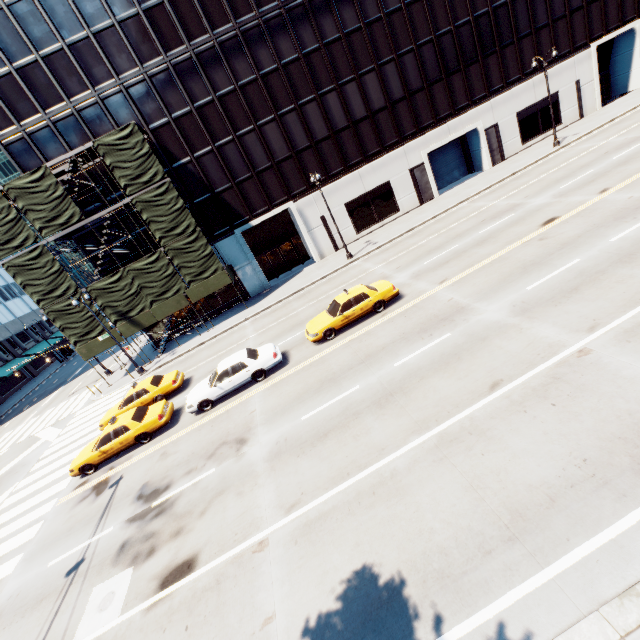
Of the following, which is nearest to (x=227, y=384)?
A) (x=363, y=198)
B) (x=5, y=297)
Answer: (x=363, y=198)

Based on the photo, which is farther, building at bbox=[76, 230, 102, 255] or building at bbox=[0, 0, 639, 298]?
building at bbox=[76, 230, 102, 255]

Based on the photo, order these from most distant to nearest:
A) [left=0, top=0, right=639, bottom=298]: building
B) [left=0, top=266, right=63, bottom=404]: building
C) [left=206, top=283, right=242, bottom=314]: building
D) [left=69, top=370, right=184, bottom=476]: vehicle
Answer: [left=0, top=266, right=63, bottom=404]: building, [left=206, top=283, right=242, bottom=314]: building, [left=0, top=0, right=639, bottom=298]: building, [left=69, top=370, right=184, bottom=476]: vehicle

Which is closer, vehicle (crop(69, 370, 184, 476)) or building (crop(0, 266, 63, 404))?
vehicle (crop(69, 370, 184, 476))

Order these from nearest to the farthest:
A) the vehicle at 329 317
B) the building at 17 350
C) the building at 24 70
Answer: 1. the vehicle at 329 317
2. the building at 24 70
3. the building at 17 350

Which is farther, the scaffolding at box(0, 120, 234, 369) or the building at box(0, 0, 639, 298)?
the building at box(0, 0, 639, 298)

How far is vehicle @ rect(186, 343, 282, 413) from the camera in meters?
15.5 m

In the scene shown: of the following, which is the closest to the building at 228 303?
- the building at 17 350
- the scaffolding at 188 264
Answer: the scaffolding at 188 264
